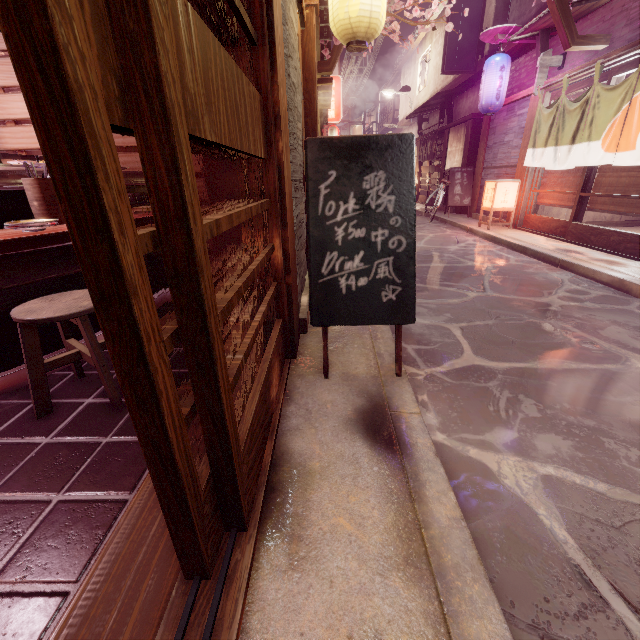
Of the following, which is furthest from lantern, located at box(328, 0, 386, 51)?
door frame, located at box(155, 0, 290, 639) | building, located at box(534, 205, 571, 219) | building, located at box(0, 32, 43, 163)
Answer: building, located at box(534, 205, 571, 219)

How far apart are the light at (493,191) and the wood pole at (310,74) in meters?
8.7

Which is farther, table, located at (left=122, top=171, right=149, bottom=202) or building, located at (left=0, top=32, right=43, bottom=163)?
building, located at (left=0, top=32, right=43, bottom=163)

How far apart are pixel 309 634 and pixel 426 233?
16.17m

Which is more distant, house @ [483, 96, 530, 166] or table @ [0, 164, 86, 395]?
house @ [483, 96, 530, 166]

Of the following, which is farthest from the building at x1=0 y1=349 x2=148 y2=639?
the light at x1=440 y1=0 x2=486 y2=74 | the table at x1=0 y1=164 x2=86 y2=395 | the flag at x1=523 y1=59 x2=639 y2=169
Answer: the flag at x1=523 y1=59 x2=639 y2=169

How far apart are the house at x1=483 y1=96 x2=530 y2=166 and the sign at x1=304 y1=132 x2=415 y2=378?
13.14m

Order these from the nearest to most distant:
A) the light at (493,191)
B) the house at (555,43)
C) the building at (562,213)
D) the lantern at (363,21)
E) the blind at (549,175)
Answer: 1. the lantern at (363,21)
2. the blind at (549,175)
3. the house at (555,43)
4. the light at (493,191)
5. the building at (562,213)
